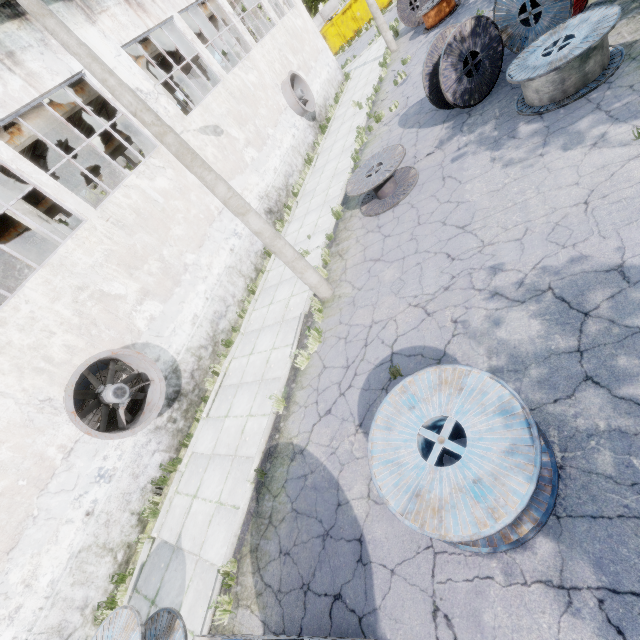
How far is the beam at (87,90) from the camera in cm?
1213

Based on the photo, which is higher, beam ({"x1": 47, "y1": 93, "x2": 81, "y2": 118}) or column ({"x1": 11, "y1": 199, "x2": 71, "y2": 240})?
beam ({"x1": 47, "y1": 93, "x2": 81, "y2": 118})

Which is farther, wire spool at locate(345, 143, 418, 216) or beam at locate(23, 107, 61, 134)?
beam at locate(23, 107, 61, 134)

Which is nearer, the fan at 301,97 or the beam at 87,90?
the beam at 87,90

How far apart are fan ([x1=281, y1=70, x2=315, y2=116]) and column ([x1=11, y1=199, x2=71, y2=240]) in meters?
12.4 m

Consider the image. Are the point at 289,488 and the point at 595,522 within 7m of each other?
yes

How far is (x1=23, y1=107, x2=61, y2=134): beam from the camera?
10.9m

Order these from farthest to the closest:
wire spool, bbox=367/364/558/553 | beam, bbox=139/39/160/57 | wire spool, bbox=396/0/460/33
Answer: wire spool, bbox=396/0/460/33 → beam, bbox=139/39/160/57 → wire spool, bbox=367/364/558/553
